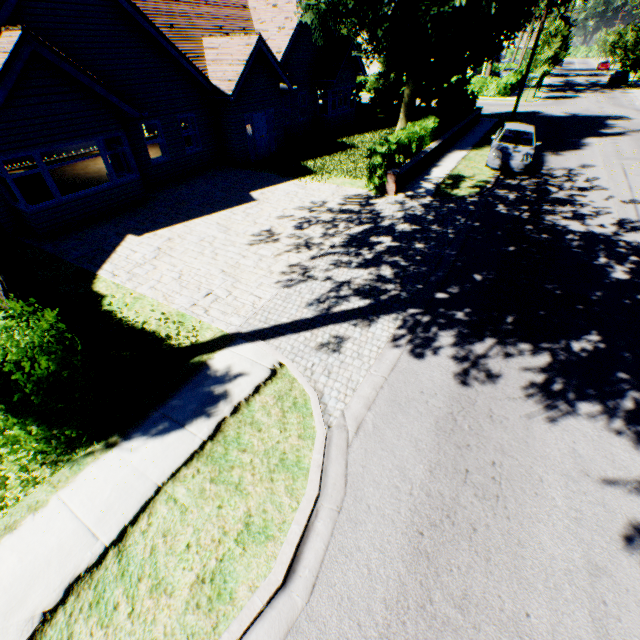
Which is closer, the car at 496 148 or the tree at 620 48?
the car at 496 148

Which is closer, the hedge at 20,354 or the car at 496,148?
the hedge at 20,354

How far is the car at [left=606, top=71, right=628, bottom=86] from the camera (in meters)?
43.03

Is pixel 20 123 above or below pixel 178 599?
above

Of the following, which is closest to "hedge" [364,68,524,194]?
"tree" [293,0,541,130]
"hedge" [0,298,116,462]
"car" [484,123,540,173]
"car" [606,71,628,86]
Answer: "tree" [293,0,541,130]

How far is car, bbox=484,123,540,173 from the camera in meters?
14.8 m

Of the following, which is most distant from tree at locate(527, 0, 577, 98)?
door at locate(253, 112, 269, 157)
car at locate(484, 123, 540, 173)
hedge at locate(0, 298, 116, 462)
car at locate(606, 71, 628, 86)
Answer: door at locate(253, 112, 269, 157)

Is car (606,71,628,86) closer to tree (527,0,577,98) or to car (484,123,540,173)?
tree (527,0,577,98)
